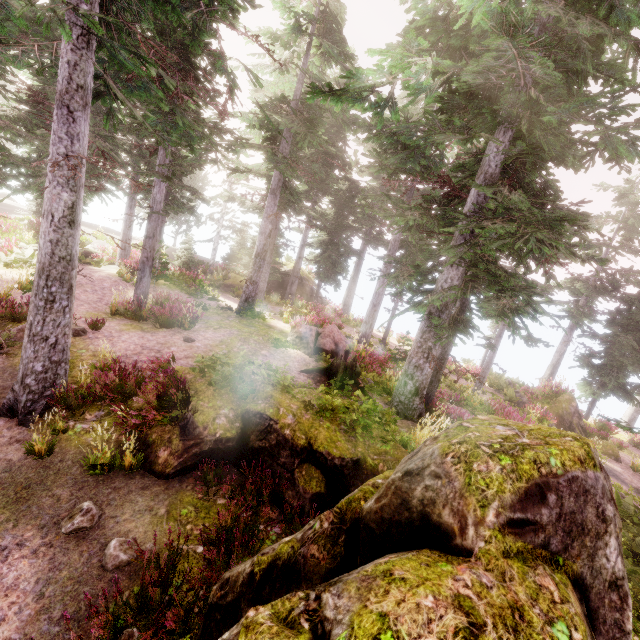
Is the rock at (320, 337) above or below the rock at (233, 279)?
above

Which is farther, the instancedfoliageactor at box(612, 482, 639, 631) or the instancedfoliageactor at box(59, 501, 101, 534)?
the instancedfoliageactor at box(612, 482, 639, 631)

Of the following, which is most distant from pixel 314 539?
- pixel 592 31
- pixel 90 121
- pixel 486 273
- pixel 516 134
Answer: pixel 90 121

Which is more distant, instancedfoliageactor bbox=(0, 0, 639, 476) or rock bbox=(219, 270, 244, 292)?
rock bbox=(219, 270, 244, 292)

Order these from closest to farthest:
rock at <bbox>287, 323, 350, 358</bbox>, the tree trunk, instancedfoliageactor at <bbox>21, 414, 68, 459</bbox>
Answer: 1. instancedfoliageactor at <bbox>21, 414, 68, 459</bbox>
2. the tree trunk
3. rock at <bbox>287, 323, 350, 358</bbox>

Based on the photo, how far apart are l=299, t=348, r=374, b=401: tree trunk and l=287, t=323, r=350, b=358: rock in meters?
1.6 m

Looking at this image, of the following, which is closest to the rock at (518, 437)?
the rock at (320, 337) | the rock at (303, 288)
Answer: the rock at (320, 337)

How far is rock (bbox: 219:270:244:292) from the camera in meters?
27.3 m
